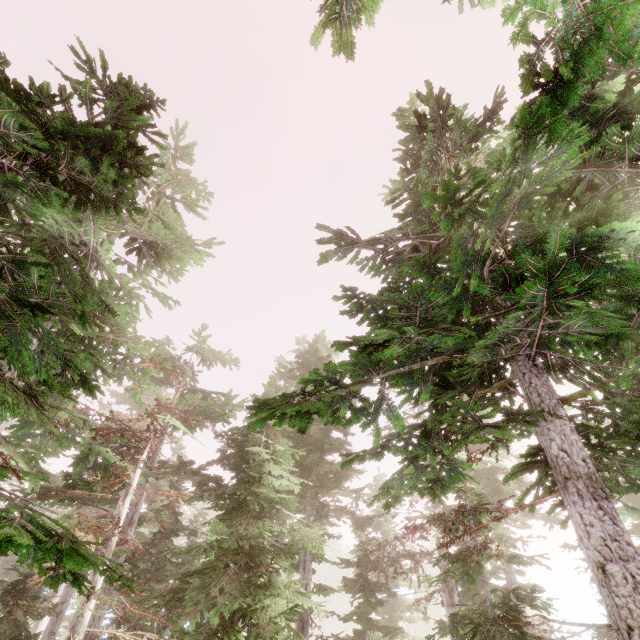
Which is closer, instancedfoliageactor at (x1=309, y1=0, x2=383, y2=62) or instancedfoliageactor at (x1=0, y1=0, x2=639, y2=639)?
instancedfoliageactor at (x1=0, y1=0, x2=639, y2=639)

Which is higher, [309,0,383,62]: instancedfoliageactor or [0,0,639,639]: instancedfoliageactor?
[309,0,383,62]: instancedfoliageactor

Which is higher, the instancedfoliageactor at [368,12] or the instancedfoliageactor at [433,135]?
the instancedfoliageactor at [368,12]

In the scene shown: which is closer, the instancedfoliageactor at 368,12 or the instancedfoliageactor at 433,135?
the instancedfoliageactor at 433,135

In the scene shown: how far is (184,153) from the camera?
14.49m
